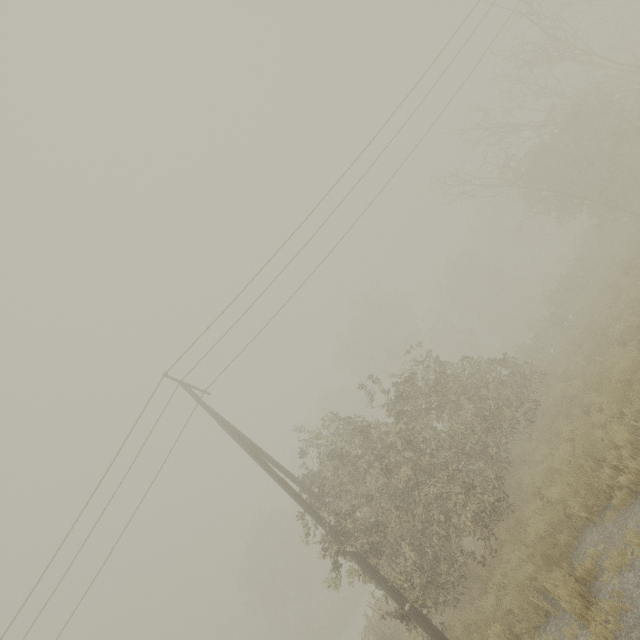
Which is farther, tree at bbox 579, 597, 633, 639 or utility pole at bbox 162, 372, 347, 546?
utility pole at bbox 162, 372, 347, 546

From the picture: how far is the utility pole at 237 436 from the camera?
9.65m

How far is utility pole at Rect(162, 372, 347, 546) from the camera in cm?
965

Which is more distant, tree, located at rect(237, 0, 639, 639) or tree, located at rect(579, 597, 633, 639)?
tree, located at rect(237, 0, 639, 639)

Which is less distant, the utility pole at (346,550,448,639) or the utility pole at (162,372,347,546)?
the utility pole at (346,550,448,639)

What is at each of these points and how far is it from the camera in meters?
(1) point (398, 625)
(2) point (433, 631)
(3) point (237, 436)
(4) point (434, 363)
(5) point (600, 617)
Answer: (1) tree, 12.3
(2) utility pole, 7.9
(3) utility pole, 11.6
(4) tree, 13.5
(5) tree, 4.9

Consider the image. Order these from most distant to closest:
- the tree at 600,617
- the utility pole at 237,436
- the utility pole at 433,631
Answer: the utility pole at 237,436
the utility pole at 433,631
the tree at 600,617

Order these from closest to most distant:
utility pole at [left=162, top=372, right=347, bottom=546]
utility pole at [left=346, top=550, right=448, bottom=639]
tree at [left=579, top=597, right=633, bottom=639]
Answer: tree at [left=579, top=597, right=633, bottom=639] → utility pole at [left=346, top=550, right=448, bottom=639] → utility pole at [left=162, top=372, right=347, bottom=546]
